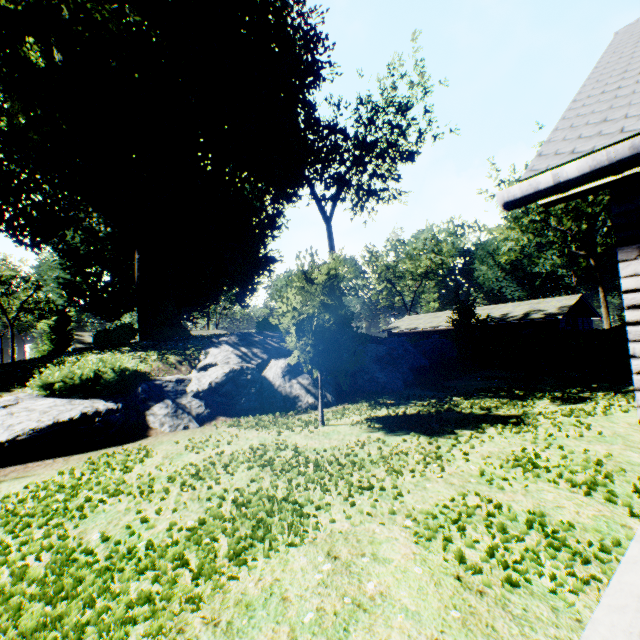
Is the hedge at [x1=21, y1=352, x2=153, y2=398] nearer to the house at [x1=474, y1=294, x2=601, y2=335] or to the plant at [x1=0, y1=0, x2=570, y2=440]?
the plant at [x1=0, y1=0, x2=570, y2=440]

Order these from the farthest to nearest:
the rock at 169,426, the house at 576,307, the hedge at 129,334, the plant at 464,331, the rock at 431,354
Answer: the house at 576,307, the plant at 464,331, the hedge at 129,334, the rock at 431,354, the rock at 169,426

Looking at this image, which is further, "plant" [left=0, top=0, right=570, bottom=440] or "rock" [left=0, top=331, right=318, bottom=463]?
"plant" [left=0, top=0, right=570, bottom=440]

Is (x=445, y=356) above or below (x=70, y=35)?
below

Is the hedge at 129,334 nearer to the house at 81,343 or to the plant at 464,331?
Result: the plant at 464,331

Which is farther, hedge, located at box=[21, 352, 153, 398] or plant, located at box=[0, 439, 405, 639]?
hedge, located at box=[21, 352, 153, 398]

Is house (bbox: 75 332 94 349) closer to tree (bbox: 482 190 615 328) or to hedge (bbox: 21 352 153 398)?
hedge (bbox: 21 352 153 398)

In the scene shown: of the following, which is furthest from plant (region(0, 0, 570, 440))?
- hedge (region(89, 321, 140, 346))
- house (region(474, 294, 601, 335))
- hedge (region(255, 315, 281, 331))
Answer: house (region(474, 294, 601, 335))
